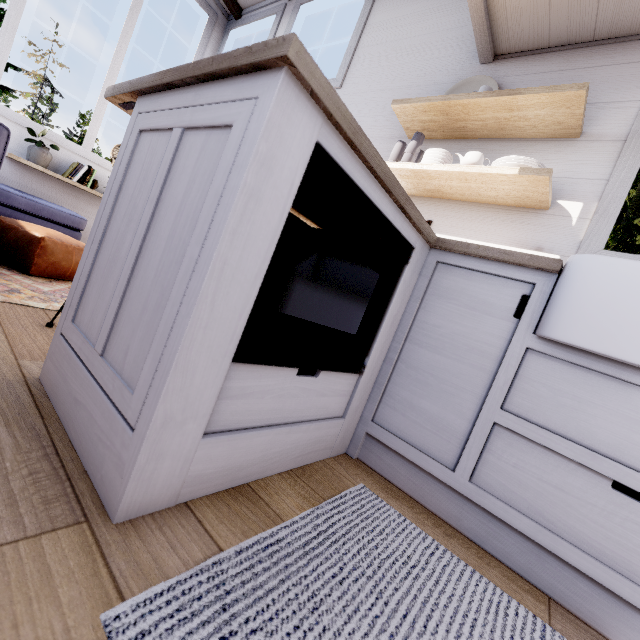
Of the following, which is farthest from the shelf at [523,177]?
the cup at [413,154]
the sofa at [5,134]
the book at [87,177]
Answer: the book at [87,177]

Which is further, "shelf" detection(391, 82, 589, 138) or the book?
the book

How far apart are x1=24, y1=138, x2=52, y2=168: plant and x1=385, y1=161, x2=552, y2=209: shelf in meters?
3.5

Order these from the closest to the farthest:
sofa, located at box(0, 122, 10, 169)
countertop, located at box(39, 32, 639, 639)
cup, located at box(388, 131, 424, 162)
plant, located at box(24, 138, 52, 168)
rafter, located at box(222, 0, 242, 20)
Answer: countertop, located at box(39, 32, 639, 639) → sofa, located at box(0, 122, 10, 169) → cup, located at box(388, 131, 424, 162) → plant, located at box(24, 138, 52, 168) → rafter, located at box(222, 0, 242, 20)

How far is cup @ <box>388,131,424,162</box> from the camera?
2.1 meters

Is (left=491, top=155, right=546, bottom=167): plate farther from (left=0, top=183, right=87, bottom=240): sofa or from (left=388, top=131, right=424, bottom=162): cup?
(left=0, top=183, right=87, bottom=240): sofa

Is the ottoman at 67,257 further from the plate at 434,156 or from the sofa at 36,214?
the plate at 434,156

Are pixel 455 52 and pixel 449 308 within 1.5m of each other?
no
